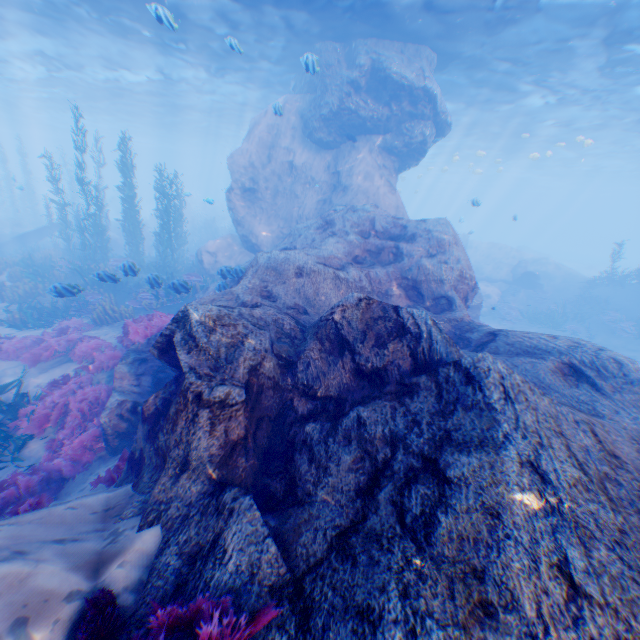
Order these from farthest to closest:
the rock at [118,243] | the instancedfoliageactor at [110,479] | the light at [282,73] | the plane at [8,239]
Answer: the rock at [118,243] → the plane at [8,239] → the light at [282,73] → the instancedfoliageactor at [110,479]

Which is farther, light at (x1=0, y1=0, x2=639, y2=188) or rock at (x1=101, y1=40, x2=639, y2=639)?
light at (x1=0, y1=0, x2=639, y2=188)

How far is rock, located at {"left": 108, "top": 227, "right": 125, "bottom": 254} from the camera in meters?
25.2 m

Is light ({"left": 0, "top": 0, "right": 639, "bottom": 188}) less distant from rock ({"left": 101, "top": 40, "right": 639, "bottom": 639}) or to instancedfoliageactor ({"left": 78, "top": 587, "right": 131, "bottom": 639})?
rock ({"left": 101, "top": 40, "right": 639, "bottom": 639})

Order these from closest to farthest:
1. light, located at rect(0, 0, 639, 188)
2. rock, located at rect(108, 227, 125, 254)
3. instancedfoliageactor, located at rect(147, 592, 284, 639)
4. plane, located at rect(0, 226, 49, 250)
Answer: instancedfoliageactor, located at rect(147, 592, 284, 639) → light, located at rect(0, 0, 639, 188) → plane, located at rect(0, 226, 49, 250) → rock, located at rect(108, 227, 125, 254)

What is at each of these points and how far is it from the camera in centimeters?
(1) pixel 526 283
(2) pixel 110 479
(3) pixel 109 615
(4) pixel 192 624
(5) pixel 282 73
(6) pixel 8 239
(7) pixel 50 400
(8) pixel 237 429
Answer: (1) plane, 2389cm
(2) instancedfoliageactor, 550cm
(3) instancedfoliageactor, 223cm
(4) instancedfoliageactor, 219cm
(5) light, 1970cm
(6) plane, 2433cm
(7) instancedfoliageactor, 770cm
(8) rock, 393cm

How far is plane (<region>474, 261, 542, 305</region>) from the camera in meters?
23.3

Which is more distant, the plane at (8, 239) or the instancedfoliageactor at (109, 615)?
the plane at (8, 239)
